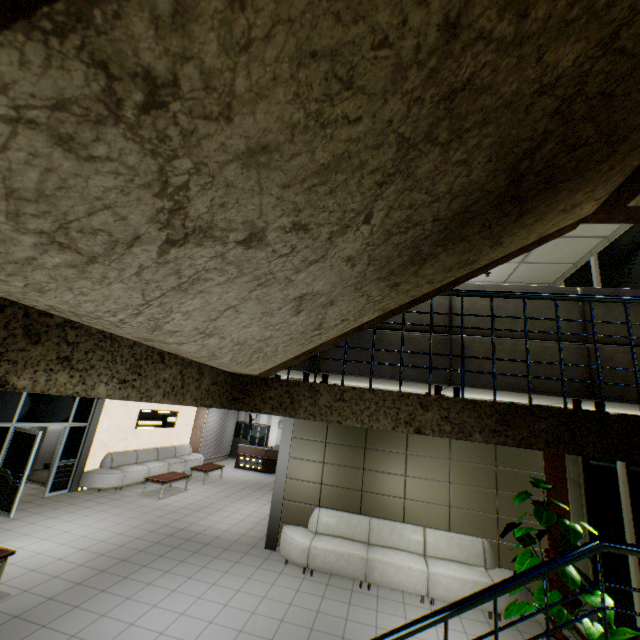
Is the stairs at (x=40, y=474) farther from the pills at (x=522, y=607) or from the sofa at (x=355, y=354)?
the pills at (x=522, y=607)

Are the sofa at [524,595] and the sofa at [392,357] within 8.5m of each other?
yes

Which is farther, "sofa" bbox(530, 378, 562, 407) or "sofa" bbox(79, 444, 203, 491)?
"sofa" bbox(79, 444, 203, 491)

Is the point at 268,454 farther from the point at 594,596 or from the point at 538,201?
the point at 538,201

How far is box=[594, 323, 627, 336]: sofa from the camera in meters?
2.6

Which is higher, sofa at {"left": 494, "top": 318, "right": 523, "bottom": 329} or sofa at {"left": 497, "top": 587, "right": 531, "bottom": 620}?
sofa at {"left": 494, "top": 318, "right": 523, "bottom": 329}

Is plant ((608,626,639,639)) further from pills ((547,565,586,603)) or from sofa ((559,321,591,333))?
sofa ((559,321,591,333))

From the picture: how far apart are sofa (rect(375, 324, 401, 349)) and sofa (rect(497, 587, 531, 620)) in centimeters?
504cm
